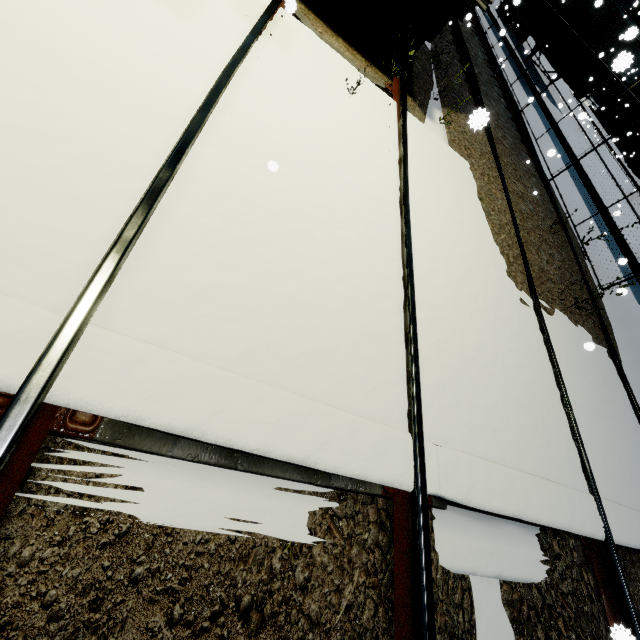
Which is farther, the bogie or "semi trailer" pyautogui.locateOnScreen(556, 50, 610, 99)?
"semi trailer" pyautogui.locateOnScreen(556, 50, 610, 99)

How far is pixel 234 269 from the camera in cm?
208

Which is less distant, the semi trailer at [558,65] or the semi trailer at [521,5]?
the semi trailer at [521,5]

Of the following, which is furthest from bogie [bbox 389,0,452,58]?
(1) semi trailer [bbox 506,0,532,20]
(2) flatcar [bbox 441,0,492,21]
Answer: (1) semi trailer [bbox 506,0,532,20]

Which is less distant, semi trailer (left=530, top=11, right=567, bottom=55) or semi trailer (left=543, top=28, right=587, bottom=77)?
semi trailer (left=543, top=28, right=587, bottom=77)

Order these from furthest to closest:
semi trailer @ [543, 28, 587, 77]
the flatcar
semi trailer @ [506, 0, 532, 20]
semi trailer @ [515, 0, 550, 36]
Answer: semi trailer @ [515, 0, 550, 36]
semi trailer @ [543, 28, 587, 77]
semi trailer @ [506, 0, 532, 20]
the flatcar

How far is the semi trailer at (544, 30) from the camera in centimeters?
1705cm
